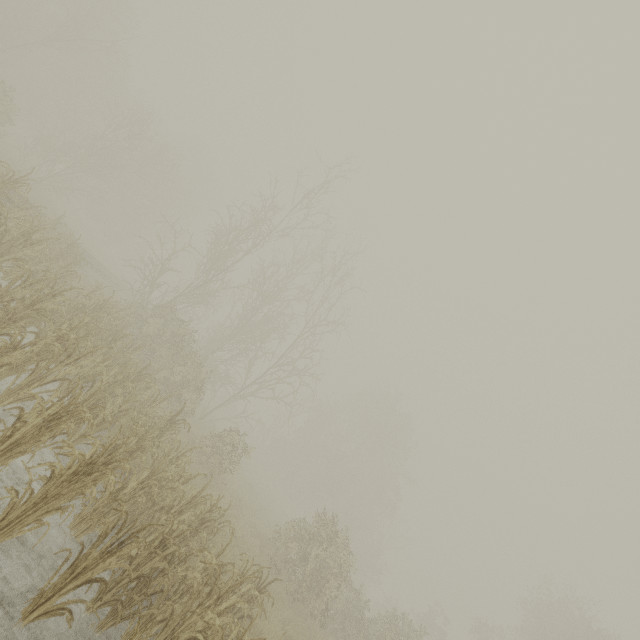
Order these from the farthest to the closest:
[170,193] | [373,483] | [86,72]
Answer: [373,483] < [170,193] < [86,72]
